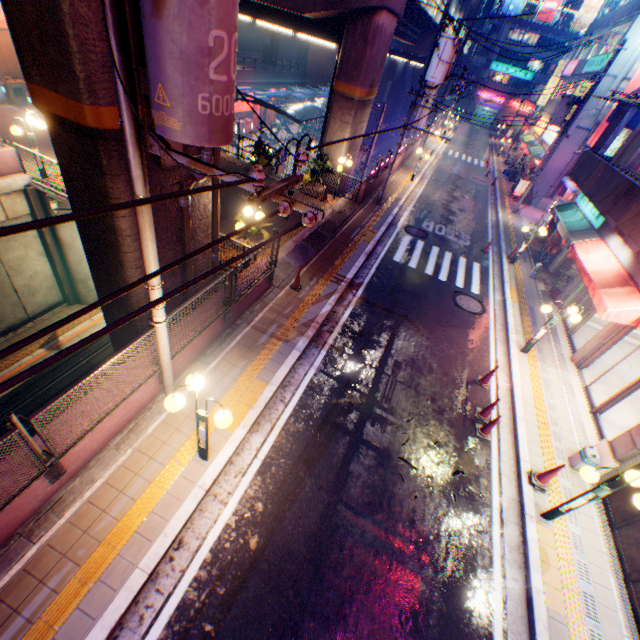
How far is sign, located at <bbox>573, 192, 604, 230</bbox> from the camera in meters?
13.0 m

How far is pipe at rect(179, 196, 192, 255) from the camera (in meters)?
7.05

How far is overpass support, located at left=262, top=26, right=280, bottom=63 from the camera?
54.6m

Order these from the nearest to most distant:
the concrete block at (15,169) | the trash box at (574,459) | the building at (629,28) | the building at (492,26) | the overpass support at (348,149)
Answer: the trash box at (574,459), the concrete block at (15,169), the overpass support at (348,149), the building at (629,28), the building at (492,26)

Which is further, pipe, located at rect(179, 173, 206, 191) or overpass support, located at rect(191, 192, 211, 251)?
overpass support, located at rect(191, 192, 211, 251)

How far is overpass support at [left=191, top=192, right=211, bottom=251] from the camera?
7.9 meters

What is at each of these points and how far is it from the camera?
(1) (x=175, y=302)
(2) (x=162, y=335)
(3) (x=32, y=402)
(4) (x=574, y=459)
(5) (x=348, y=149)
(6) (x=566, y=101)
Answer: (1) overpass support, 8.8 meters
(2) electric pole, 5.8 meters
(3) railway, 13.2 meters
(4) trash box, 8.1 meters
(5) overpass support, 17.3 meters
(6) electric pole, 19.3 meters

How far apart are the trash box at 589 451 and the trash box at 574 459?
0.1m
